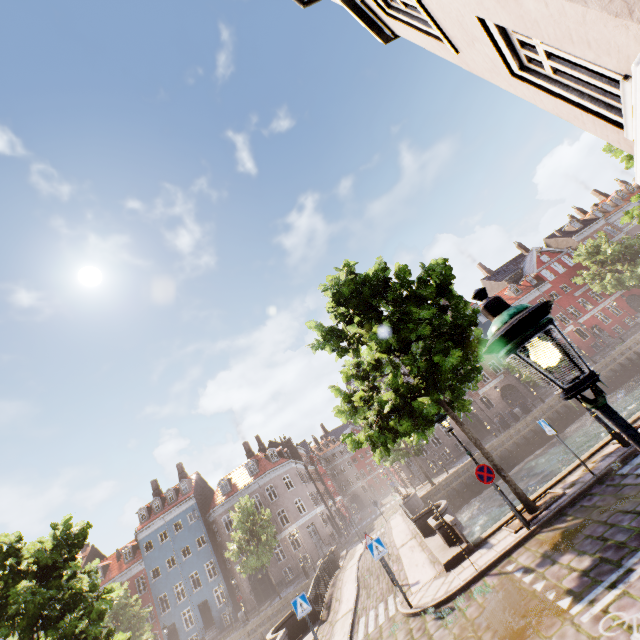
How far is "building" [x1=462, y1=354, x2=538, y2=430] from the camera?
39.1m

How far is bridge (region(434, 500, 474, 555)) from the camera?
10.3 meters

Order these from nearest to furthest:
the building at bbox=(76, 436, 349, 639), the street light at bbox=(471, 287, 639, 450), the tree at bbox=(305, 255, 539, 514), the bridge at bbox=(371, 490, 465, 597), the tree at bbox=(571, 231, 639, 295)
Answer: the street light at bbox=(471, 287, 639, 450), the tree at bbox=(305, 255, 539, 514), the bridge at bbox=(371, 490, 465, 597), the tree at bbox=(571, 231, 639, 295), the building at bbox=(76, 436, 349, 639)

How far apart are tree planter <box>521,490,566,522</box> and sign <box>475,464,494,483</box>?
1.44m

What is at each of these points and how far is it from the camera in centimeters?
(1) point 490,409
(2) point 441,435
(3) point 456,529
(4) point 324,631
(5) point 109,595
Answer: (1) building, 3925cm
(2) building, 3912cm
(3) bridge, 1069cm
(4) bridge, 1266cm
(5) tree, 1074cm

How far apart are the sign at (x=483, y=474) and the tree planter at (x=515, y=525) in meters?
1.4 m

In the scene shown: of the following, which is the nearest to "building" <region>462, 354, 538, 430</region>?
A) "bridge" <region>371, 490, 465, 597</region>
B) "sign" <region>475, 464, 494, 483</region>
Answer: "bridge" <region>371, 490, 465, 597</region>

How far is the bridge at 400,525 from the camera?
10.7 meters
